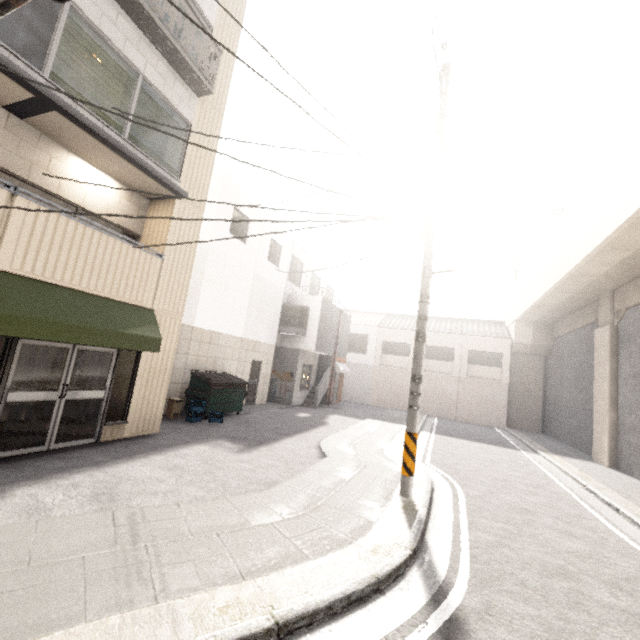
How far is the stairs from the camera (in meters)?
17.86

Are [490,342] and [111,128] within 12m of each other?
no

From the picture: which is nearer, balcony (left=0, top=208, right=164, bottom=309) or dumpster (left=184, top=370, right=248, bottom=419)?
balcony (left=0, top=208, right=164, bottom=309)

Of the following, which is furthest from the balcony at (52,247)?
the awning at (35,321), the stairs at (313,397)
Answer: the stairs at (313,397)

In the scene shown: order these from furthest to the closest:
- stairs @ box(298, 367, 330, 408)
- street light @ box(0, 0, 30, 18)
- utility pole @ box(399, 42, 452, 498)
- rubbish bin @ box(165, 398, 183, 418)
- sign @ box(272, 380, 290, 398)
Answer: stairs @ box(298, 367, 330, 408)
sign @ box(272, 380, 290, 398)
rubbish bin @ box(165, 398, 183, 418)
utility pole @ box(399, 42, 452, 498)
street light @ box(0, 0, 30, 18)

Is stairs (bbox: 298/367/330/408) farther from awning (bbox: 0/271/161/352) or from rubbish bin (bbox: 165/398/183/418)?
awning (bbox: 0/271/161/352)

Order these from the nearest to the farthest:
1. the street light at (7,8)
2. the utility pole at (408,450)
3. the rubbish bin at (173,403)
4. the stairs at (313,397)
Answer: the street light at (7,8), the utility pole at (408,450), the rubbish bin at (173,403), the stairs at (313,397)

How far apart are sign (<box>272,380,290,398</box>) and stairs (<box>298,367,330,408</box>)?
1.4m
